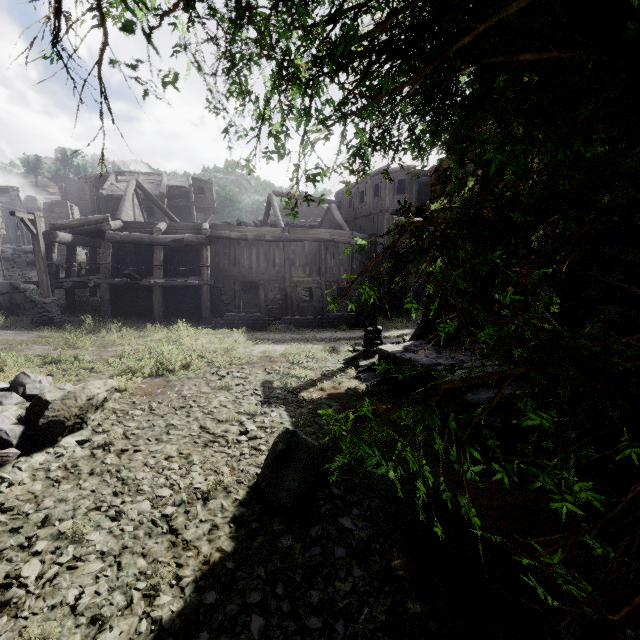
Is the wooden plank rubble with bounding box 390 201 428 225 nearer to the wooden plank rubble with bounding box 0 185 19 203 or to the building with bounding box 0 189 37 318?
the building with bounding box 0 189 37 318

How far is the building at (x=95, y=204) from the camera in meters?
15.6 m

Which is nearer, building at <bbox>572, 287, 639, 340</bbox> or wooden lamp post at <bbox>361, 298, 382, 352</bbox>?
building at <bbox>572, 287, 639, 340</bbox>

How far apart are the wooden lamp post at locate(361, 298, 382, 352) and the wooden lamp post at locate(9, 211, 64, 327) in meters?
13.0 m

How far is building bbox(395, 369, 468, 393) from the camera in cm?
806

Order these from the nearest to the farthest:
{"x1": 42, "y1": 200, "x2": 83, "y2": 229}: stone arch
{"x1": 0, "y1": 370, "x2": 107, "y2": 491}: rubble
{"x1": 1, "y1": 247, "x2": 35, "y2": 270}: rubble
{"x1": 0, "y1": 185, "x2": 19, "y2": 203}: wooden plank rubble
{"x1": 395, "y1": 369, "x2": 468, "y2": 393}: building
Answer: {"x1": 0, "y1": 370, "x2": 107, "y2": 491}: rubble < {"x1": 395, "y1": 369, "x2": 468, "y2": 393}: building < {"x1": 1, "y1": 247, "x2": 35, "y2": 270}: rubble < {"x1": 42, "y1": 200, "x2": 83, "y2": 229}: stone arch < {"x1": 0, "y1": 185, "x2": 19, "y2": 203}: wooden plank rubble

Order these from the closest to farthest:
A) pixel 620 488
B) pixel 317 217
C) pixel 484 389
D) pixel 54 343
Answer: pixel 620 488 < pixel 484 389 < pixel 54 343 < pixel 317 217
